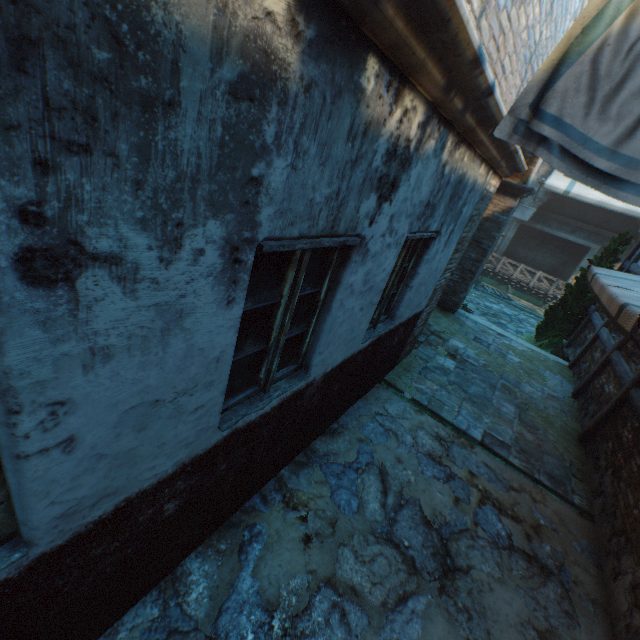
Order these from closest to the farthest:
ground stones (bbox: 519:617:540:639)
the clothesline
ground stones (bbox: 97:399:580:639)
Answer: the clothesline
ground stones (bbox: 97:399:580:639)
ground stones (bbox: 519:617:540:639)

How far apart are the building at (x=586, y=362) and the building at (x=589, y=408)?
0.3m

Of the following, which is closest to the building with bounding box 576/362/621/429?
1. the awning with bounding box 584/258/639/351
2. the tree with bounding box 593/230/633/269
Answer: the awning with bounding box 584/258/639/351

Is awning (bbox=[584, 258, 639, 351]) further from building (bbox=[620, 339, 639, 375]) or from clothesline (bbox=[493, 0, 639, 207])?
clothesline (bbox=[493, 0, 639, 207])

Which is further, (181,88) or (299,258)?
(299,258)

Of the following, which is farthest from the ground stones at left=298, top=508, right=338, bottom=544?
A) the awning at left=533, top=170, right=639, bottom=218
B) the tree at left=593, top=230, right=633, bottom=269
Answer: the awning at left=533, top=170, right=639, bottom=218

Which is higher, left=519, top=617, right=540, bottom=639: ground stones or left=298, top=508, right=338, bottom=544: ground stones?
left=298, top=508, right=338, bottom=544: ground stones

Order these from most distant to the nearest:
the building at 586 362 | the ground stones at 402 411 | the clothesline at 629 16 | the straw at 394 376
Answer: the building at 586 362 < the straw at 394 376 < the ground stones at 402 411 < the clothesline at 629 16
